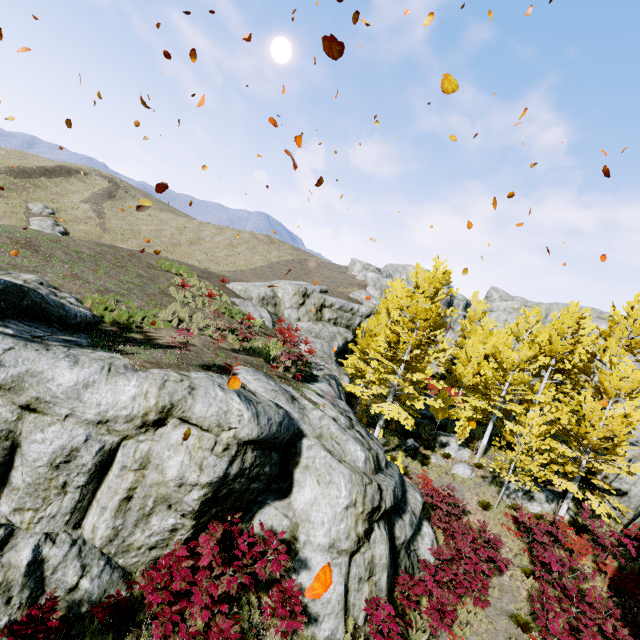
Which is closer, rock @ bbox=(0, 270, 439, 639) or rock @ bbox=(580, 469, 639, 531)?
rock @ bbox=(0, 270, 439, 639)

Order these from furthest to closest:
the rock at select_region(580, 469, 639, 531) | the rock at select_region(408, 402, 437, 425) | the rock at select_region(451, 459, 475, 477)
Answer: the rock at select_region(408, 402, 437, 425) < the rock at select_region(451, 459, 475, 477) < the rock at select_region(580, 469, 639, 531)

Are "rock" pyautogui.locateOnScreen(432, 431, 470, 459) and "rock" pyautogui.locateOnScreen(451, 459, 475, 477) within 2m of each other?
yes

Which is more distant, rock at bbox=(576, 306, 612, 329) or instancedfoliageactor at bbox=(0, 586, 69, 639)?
rock at bbox=(576, 306, 612, 329)

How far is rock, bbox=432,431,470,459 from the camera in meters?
20.7 m

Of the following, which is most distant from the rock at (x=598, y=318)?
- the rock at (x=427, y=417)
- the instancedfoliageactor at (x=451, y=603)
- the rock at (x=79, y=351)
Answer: the rock at (x=79, y=351)

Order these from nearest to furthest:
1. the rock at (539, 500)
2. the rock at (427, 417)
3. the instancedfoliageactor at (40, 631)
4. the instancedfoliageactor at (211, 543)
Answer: the instancedfoliageactor at (40, 631) → the instancedfoliageactor at (211, 543) → the rock at (539, 500) → the rock at (427, 417)

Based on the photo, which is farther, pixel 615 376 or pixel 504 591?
pixel 615 376
